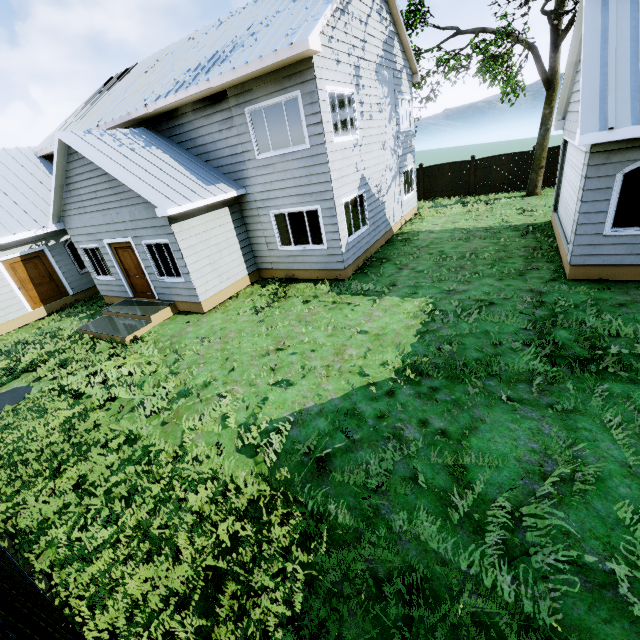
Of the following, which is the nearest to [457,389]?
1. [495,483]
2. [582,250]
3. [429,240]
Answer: [495,483]

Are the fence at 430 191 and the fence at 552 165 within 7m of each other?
yes

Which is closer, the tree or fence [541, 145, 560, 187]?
the tree

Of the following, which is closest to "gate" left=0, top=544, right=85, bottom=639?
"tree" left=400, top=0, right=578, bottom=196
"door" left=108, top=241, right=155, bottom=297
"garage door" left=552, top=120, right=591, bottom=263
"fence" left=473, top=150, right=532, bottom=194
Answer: "door" left=108, top=241, right=155, bottom=297

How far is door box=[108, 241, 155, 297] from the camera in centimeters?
1097cm

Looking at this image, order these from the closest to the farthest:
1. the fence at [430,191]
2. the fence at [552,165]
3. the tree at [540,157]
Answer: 1. the tree at [540,157]
2. the fence at [552,165]
3. the fence at [430,191]

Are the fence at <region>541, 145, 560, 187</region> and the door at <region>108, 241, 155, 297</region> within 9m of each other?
no

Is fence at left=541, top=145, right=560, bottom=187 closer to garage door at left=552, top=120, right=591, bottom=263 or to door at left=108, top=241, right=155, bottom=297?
garage door at left=552, top=120, right=591, bottom=263
